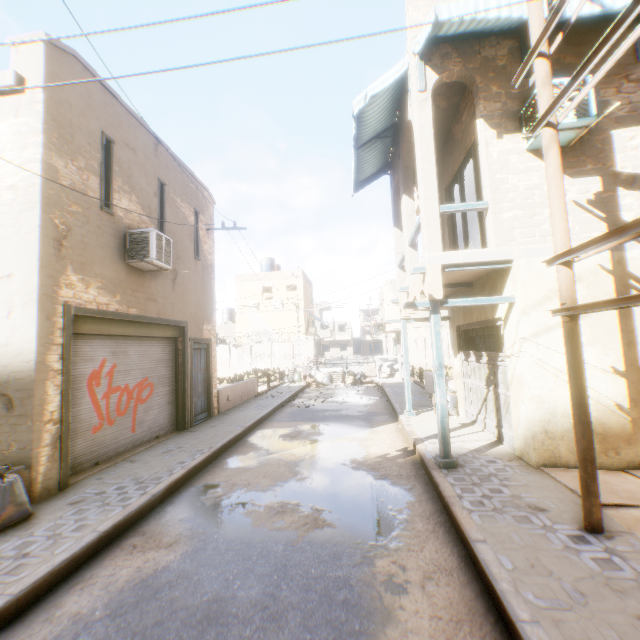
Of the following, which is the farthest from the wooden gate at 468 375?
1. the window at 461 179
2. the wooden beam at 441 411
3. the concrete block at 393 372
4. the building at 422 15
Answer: the concrete block at 393 372

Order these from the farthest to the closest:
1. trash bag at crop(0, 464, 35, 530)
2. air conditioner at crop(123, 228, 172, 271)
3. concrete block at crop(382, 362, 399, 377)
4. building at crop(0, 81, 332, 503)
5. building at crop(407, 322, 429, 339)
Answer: building at crop(407, 322, 429, 339) → concrete block at crop(382, 362, 399, 377) → air conditioner at crop(123, 228, 172, 271) → building at crop(0, 81, 332, 503) → trash bag at crop(0, 464, 35, 530)

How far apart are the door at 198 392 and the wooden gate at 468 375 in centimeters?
39cm

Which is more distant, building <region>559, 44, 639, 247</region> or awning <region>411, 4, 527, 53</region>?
building <region>559, 44, 639, 247</region>

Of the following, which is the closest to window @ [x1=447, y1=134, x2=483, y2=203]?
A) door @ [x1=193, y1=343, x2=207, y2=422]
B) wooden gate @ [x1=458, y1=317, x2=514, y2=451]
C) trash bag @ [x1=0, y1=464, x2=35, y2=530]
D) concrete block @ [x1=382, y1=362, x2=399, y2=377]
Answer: wooden gate @ [x1=458, y1=317, x2=514, y2=451]

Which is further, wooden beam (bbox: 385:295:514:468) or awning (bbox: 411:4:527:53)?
wooden beam (bbox: 385:295:514:468)

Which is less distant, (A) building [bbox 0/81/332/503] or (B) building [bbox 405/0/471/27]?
(A) building [bbox 0/81/332/503]

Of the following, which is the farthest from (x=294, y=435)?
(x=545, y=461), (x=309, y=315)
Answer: (x=309, y=315)
